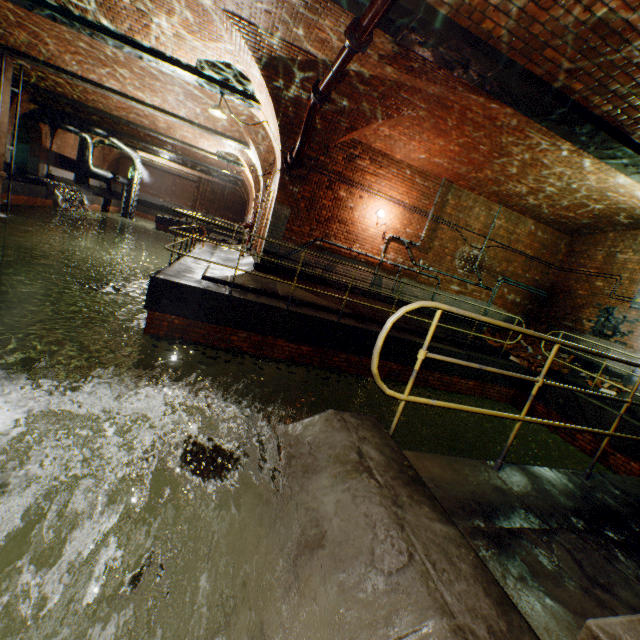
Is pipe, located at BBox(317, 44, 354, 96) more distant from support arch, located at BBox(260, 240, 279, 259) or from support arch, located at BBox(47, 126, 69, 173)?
support arch, located at BBox(47, 126, 69, 173)

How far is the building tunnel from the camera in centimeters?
2177cm

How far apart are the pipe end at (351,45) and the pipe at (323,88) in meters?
0.0

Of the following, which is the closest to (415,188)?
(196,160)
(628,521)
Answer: (628,521)

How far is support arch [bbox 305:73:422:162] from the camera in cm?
656

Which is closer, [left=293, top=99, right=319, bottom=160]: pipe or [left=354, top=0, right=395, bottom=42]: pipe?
[left=354, top=0, right=395, bottom=42]: pipe

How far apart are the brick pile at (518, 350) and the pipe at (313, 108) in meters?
8.6

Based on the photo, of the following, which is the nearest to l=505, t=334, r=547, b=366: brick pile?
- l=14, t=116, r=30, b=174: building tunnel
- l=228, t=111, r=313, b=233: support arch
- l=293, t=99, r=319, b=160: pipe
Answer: l=293, t=99, r=319, b=160: pipe
